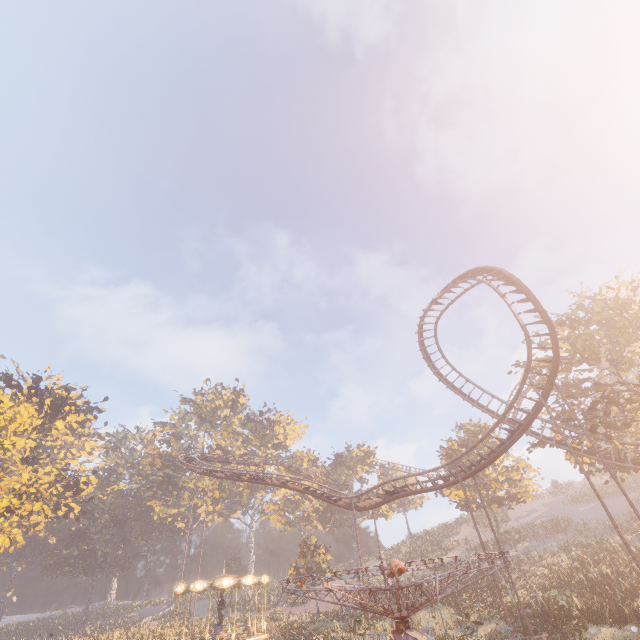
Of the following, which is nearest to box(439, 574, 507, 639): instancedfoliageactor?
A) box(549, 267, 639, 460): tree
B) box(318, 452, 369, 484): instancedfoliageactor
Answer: box(318, 452, 369, 484): instancedfoliageactor

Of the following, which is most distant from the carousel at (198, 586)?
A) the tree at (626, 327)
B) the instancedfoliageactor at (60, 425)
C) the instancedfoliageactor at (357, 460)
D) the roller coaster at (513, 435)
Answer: the instancedfoliageactor at (357, 460)

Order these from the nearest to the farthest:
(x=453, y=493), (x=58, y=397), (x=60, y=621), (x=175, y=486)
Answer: (x=453, y=493), (x=58, y=397), (x=60, y=621), (x=175, y=486)

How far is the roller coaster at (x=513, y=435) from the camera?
20.0m

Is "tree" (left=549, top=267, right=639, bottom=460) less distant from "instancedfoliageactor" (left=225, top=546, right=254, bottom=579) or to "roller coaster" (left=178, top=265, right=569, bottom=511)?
"roller coaster" (left=178, top=265, right=569, bottom=511)

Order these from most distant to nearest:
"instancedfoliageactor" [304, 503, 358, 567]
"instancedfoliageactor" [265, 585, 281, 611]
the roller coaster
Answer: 1. "instancedfoliageactor" [304, 503, 358, 567]
2. "instancedfoliageactor" [265, 585, 281, 611]
3. the roller coaster

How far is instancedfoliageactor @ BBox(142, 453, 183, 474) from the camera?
56.9 meters

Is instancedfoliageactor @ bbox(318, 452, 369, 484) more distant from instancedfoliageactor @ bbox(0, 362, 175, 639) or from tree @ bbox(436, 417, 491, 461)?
tree @ bbox(436, 417, 491, 461)
